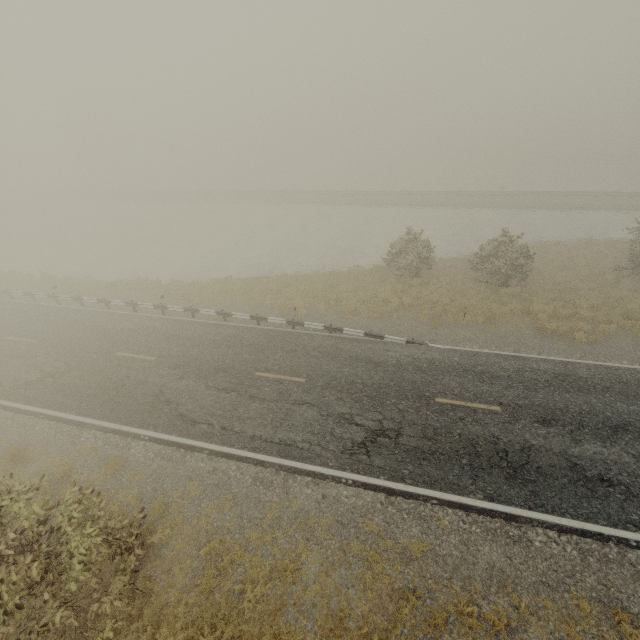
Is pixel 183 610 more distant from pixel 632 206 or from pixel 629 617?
pixel 632 206
